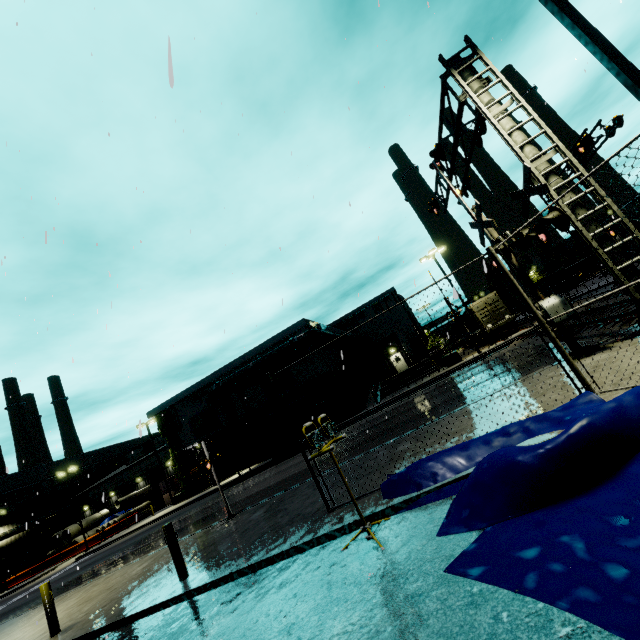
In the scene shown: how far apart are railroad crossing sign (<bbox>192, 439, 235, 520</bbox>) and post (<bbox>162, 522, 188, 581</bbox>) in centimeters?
381cm

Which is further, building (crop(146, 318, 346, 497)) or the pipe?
building (crop(146, 318, 346, 497))

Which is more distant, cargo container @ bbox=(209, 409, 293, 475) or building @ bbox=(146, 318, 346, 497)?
building @ bbox=(146, 318, 346, 497)

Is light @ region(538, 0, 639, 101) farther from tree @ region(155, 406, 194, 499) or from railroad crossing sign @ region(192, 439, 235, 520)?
tree @ region(155, 406, 194, 499)

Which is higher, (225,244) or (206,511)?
(225,244)

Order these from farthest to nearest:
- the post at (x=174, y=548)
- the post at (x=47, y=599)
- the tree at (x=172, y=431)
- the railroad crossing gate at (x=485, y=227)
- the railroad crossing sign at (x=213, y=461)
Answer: the tree at (x=172, y=431) → the railroad crossing sign at (x=213, y=461) → the railroad crossing gate at (x=485, y=227) → the post at (x=47, y=599) → the post at (x=174, y=548)

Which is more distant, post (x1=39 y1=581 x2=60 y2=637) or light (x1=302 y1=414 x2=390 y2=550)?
post (x1=39 y1=581 x2=60 y2=637)

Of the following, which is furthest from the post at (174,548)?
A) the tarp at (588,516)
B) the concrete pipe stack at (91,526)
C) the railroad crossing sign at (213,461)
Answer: the concrete pipe stack at (91,526)
